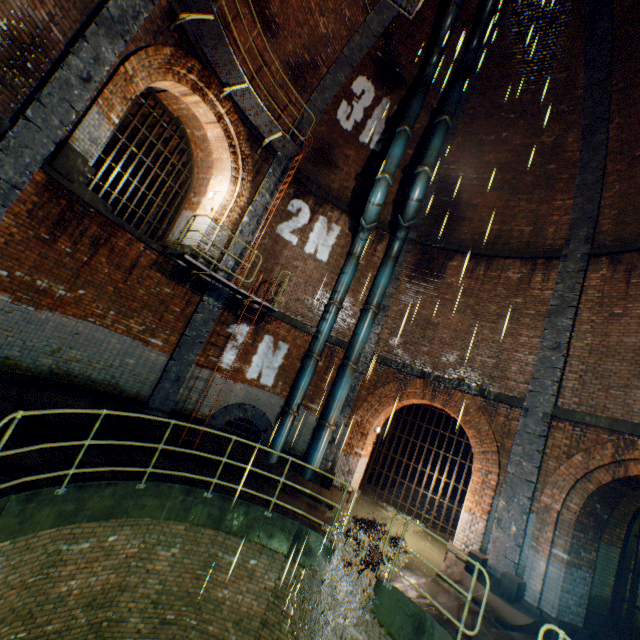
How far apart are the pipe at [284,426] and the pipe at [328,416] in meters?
0.8 m

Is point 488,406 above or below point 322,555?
above

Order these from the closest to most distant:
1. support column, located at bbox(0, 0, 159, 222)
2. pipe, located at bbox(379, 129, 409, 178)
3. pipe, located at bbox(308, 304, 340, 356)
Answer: support column, located at bbox(0, 0, 159, 222), pipe, located at bbox(379, 129, 409, 178), pipe, located at bbox(308, 304, 340, 356)

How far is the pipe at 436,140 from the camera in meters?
10.4

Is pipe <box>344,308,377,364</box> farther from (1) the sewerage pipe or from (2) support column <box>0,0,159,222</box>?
(2) support column <box>0,0,159,222</box>

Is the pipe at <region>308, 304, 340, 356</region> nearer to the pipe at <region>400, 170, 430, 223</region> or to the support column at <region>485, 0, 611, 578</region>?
the pipe at <region>400, 170, 430, 223</region>

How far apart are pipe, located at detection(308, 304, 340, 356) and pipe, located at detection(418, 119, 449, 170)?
5.25m

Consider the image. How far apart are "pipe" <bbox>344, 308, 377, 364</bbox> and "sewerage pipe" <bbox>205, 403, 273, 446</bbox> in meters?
3.2
